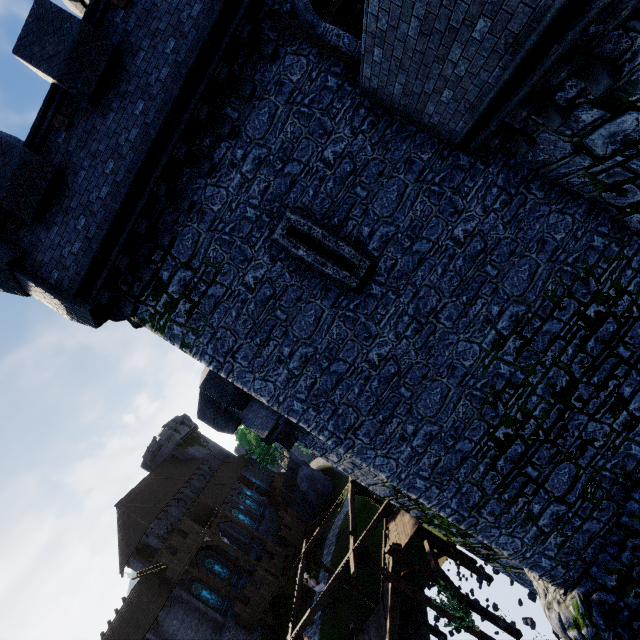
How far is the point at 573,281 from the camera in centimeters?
734cm

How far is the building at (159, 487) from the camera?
37.62m

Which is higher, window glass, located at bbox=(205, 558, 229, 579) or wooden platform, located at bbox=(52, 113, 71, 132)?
wooden platform, located at bbox=(52, 113, 71, 132)

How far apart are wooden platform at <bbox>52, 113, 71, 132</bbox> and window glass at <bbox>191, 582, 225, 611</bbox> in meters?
38.9 m

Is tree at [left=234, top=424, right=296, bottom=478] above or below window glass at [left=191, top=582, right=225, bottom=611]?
above

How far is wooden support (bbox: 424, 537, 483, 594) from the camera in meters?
17.4 m

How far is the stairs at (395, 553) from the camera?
16.7 meters

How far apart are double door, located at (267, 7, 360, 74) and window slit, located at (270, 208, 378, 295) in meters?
3.2
